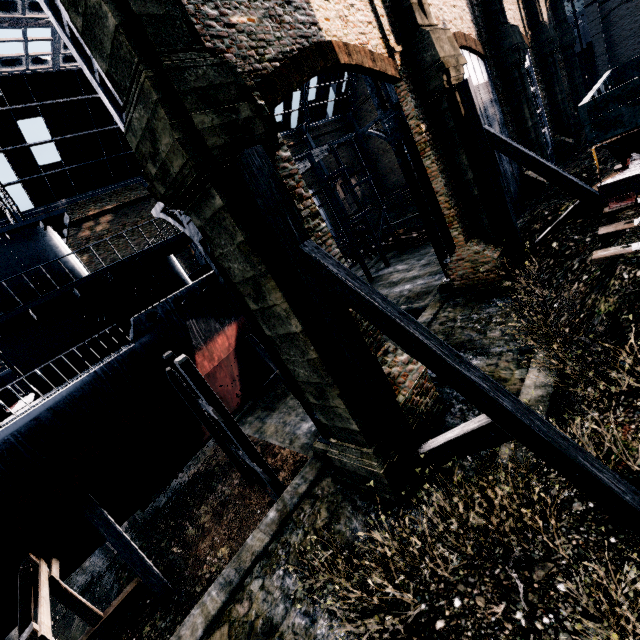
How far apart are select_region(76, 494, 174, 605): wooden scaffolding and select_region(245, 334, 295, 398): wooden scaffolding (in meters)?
9.59

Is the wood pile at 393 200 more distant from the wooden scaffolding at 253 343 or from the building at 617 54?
the wooden scaffolding at 253 343

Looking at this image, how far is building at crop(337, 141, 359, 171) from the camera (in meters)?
53.88

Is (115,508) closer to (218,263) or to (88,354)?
(88,354)

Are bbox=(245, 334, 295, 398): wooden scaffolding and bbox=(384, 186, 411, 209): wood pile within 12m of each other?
no

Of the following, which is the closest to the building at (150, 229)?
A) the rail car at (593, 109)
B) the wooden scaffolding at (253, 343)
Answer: the rail car at (593, 109)

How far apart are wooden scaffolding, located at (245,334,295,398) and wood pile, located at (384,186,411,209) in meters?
36.1 m
